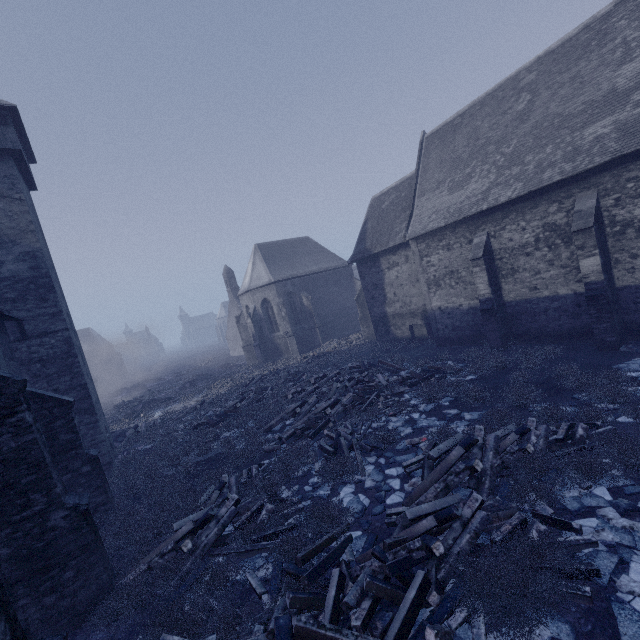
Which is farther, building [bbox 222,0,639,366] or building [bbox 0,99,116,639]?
building [bbox 222,0,639,366]

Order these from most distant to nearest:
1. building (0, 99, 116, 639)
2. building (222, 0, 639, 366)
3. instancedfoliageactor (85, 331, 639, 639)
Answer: building (222, 0, 639, 366)
building (0, 99, 116, 639)
instancedfoliageactor (85, 331, 639, 639)

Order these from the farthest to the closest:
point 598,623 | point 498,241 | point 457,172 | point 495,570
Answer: point 457,172 < point 498,241 < point 495,570 < point 598,623

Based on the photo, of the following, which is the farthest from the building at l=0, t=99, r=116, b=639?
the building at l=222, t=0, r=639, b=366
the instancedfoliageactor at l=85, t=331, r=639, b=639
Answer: the building at l=222, t=0, r=639, b=366

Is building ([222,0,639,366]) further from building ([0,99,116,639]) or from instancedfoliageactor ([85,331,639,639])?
building ([0,99,116,639])

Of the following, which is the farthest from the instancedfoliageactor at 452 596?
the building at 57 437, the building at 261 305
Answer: the building at 57 437
